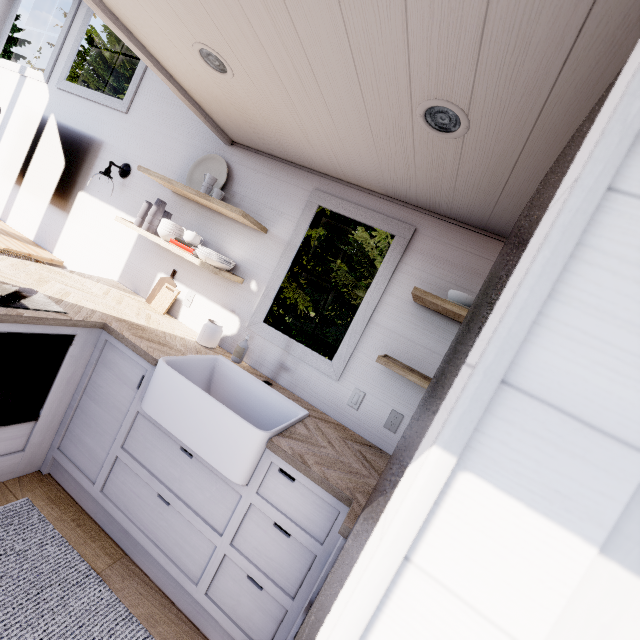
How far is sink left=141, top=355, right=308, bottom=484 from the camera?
1.5 meters

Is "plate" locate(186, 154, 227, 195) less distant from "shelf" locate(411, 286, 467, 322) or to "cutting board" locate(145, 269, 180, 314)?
"cutting board" locate(145, 269, 180, 314)

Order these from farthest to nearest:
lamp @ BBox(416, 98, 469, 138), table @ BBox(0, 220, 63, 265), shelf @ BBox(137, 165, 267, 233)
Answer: table @ BBox(0, 220, 63, 265)
shelf @ BBox(137, 165, 267, 233)
lamp @ BBox(416, 98, 469, 138)

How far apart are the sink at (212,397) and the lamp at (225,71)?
1.54m

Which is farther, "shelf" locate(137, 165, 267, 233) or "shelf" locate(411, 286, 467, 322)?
"shelf" locate(137, 165, 267, 233)

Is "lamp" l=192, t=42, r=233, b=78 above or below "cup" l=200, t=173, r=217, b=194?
above

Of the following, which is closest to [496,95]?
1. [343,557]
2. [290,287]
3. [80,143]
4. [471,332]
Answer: [471,332]

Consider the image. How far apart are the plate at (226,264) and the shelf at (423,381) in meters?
1.3
